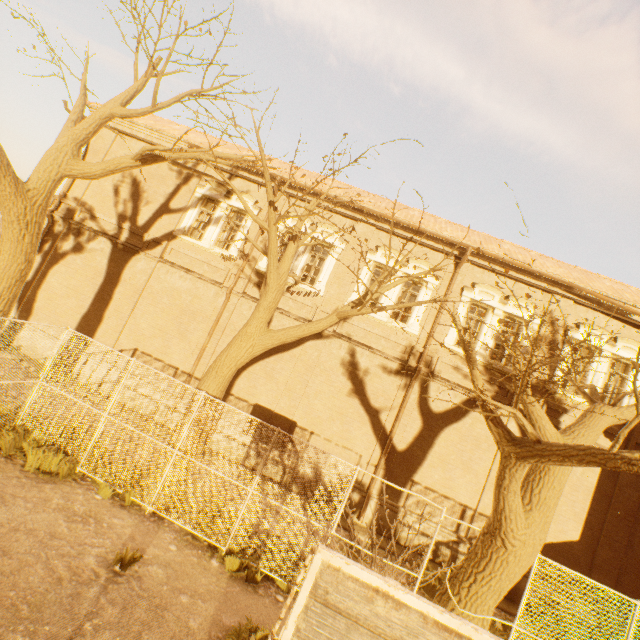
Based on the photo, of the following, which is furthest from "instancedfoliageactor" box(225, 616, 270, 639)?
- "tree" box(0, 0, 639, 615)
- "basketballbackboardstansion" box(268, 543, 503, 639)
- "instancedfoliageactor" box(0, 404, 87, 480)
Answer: "instancedfoliageactor" box(0, 404, 87, 480)

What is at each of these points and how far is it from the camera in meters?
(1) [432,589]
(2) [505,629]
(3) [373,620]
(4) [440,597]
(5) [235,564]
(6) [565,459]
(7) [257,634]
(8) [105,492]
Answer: (1) instancedfoliageactor, 9.1
(2) instancedfoliageactor, 8.6
(3) basketballbackboardstansion, 1.5
(4) tree, 7.2
(5) instancedfoliageactor, 6.8
(6) tree, 4.6
(7) instancedfoliageactor, 5.3
(8) instancedfoliageactor, 7.3

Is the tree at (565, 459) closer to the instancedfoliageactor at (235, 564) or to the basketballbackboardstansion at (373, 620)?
the instancedfoliageactor at (235, 564)

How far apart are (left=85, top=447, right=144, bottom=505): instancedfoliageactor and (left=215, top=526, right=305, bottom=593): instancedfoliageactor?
3.17m

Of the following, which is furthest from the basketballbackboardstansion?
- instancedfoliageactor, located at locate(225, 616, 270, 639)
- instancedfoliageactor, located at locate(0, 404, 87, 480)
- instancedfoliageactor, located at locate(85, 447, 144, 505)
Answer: instancedfoliageactor, located at locate(0, 404, 87, 480)

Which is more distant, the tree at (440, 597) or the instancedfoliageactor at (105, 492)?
the instancedfoliageactor at (105, 492)

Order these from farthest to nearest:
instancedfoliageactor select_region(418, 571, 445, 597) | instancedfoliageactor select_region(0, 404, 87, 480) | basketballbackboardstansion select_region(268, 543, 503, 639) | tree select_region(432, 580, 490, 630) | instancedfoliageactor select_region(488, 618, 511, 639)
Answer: instancedfoliageactor select_region(418, 571, 445, 597) < instancedfoliageactor select_region(488, 618, 511, 639) < instancedfoliageactor select_region(0, 404, 87, 480) < tree select_region(432, 580, 490, 630) < basketballbackboardstansion select_region(268, 543, 503, 639)

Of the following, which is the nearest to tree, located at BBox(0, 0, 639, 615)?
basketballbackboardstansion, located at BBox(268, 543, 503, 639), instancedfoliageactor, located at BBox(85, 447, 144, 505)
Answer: instancedfoliageactor, located at BBox(85, 447, 144, 505)
